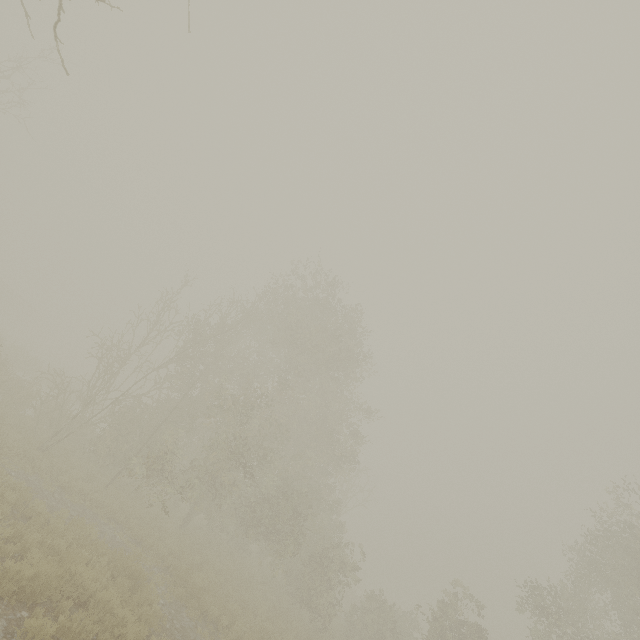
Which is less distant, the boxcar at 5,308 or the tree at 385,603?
the tree at 385,603

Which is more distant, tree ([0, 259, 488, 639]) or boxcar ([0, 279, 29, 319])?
boxcar ([0, 279, 29, 319])

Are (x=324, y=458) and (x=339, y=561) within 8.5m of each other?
yes
